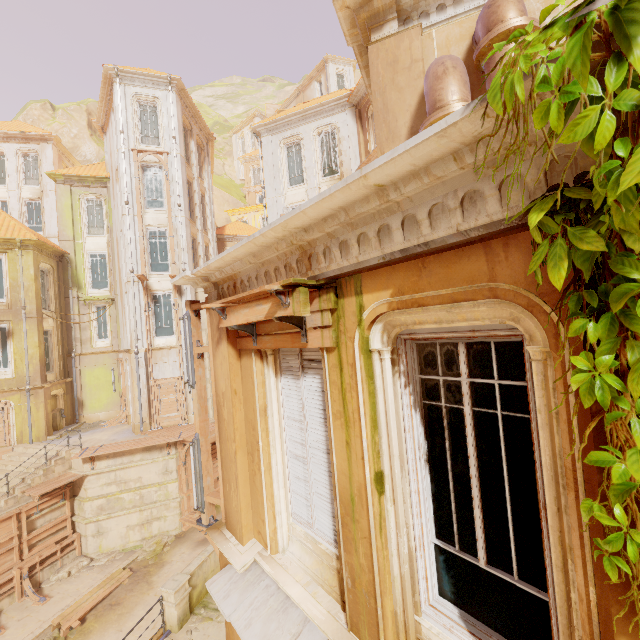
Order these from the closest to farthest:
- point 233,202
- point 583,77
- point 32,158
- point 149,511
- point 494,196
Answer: point 583,77 < point 494,196 < point 149,511 < point 32,158 < point 233,202

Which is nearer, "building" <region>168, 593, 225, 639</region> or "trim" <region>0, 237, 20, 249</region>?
"building" <region>168, 593, 225, 639</region>

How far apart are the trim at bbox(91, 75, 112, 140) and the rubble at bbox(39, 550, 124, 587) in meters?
25.1 m

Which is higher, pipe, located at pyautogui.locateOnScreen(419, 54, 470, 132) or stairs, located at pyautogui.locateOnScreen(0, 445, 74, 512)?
pipe, located at pyautogui.locateOnScreen(419, 54, 470, 132)

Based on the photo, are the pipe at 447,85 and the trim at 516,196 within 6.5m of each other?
yes

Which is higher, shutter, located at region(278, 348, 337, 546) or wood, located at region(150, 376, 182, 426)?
shutter, located at region(278, 348, 337, 546)

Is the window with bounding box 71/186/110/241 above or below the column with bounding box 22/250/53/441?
above

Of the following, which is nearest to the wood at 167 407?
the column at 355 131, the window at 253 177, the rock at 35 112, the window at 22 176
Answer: the column at 355 131
